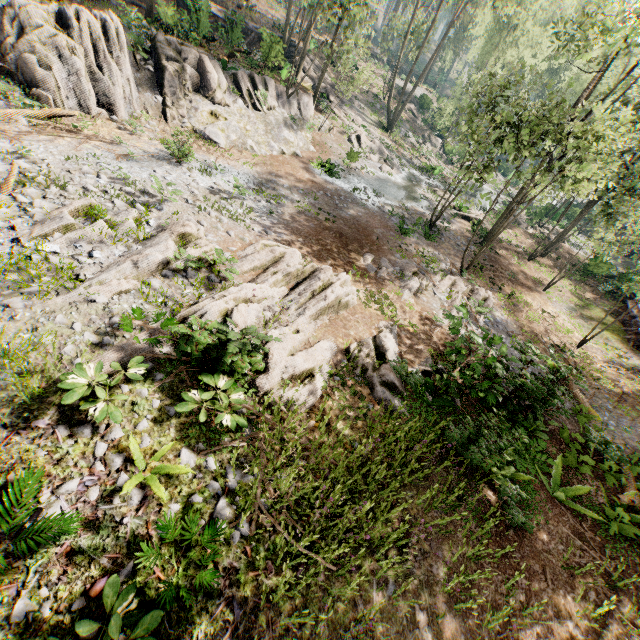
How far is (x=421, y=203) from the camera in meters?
26.3 m

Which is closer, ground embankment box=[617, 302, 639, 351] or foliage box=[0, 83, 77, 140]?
foliage box=[0, 83, 77, 140]

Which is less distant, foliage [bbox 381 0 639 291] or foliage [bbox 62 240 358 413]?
foliage [bbox 62 240 358 413]

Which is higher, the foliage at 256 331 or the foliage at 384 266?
the foliage at 256 331

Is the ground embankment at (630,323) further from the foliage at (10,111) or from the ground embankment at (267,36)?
the ground embankment at (267,36)

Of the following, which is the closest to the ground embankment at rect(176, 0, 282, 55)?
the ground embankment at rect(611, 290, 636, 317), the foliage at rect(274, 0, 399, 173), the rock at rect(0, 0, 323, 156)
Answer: the foliage at rect(274, 0, 399, 173)

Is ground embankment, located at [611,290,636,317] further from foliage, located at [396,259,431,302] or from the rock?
the rock

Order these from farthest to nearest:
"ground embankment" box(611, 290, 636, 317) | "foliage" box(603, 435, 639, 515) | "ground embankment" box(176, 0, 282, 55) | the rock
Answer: "ground embankment" box(611, 290, 636, 317) → "ground embankment" box(176, 0, 282, 55) → the rock → "foliage" box(603, 435, 639, 515)
